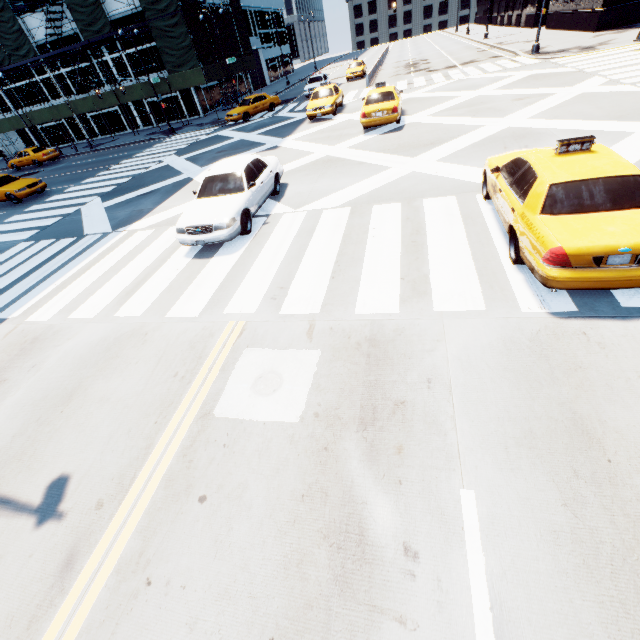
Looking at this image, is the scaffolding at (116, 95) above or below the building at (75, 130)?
above

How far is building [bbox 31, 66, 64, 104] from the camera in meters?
34.8

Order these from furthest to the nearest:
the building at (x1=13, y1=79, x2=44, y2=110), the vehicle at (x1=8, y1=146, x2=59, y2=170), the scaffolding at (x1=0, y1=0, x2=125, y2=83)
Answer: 1. the building at (x1=13, y1=79, x2=44, y2=110)
2. the vehicle at (x1=8, y1=146, x2=59, y2=170)
3. the scaffolding at (x1=0, y1=0, x2=125, y2=83)

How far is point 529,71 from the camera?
19.3m

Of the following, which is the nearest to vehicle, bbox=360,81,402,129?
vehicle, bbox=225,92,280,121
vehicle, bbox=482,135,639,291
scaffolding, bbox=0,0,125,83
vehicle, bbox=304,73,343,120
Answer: vehicle, bbox=304,73,343,120

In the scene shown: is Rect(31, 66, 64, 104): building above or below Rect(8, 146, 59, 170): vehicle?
above

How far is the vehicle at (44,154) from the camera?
30.1m
